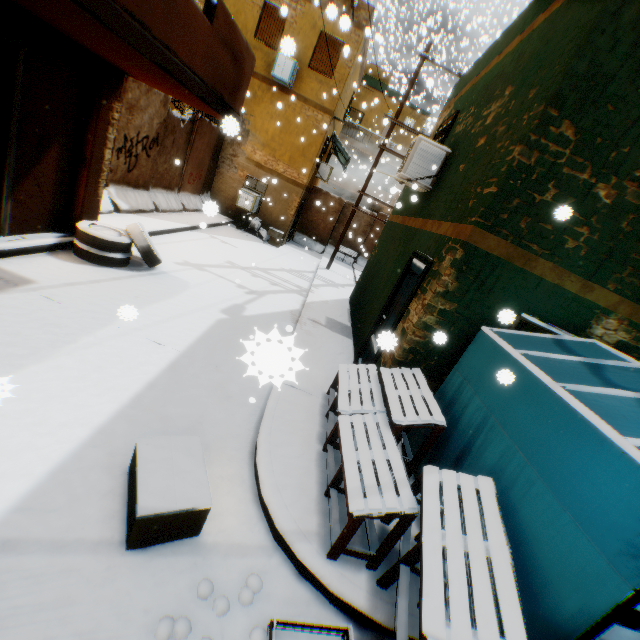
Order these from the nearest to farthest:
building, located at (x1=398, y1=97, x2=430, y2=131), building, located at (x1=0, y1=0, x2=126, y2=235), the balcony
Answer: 1. the balcony
2. building, located at (x1=0, y1=0, x2=126, y2=235)
3. building, located at (x1=398, y1=97, x2=430, y2=131)

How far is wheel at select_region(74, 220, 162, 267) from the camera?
6.08m

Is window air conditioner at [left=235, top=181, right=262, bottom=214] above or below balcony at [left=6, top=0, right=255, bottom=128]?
below

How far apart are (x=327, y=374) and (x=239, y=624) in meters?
3.7 m

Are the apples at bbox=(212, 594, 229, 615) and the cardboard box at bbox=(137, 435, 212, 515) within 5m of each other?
yes

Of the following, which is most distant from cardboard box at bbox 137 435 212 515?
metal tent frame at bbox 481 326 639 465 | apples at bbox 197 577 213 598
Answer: metal tent frame at bbox 481 326 639 465

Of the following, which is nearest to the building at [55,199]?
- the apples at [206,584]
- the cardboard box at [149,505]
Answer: the cardboard box at [149,505]

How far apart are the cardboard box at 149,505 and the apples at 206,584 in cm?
49
